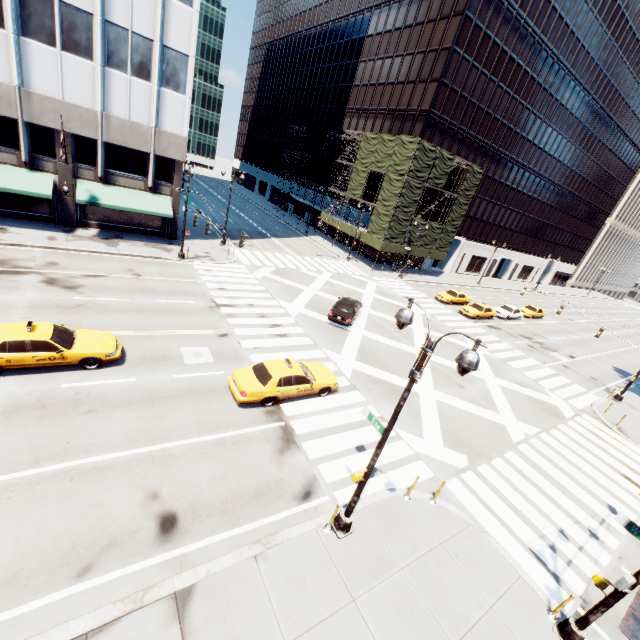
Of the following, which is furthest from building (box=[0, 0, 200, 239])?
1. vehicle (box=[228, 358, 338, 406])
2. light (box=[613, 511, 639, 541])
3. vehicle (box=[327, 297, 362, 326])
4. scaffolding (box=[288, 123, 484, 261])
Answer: light (box=[613, 511, 639, 541])

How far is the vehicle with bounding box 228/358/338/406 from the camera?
13.4m

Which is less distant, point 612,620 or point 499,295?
point 612,620

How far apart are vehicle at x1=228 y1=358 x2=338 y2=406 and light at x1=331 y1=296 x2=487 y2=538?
5.2m

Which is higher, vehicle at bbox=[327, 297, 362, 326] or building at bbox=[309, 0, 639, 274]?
building at bbox=[309, 0, 639, 274]

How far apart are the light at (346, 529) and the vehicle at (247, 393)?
5.24m

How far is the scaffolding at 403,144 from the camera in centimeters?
3769cm

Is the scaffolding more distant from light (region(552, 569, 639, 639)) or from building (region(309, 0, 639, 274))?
light (region(552, 569, 639, 639))
